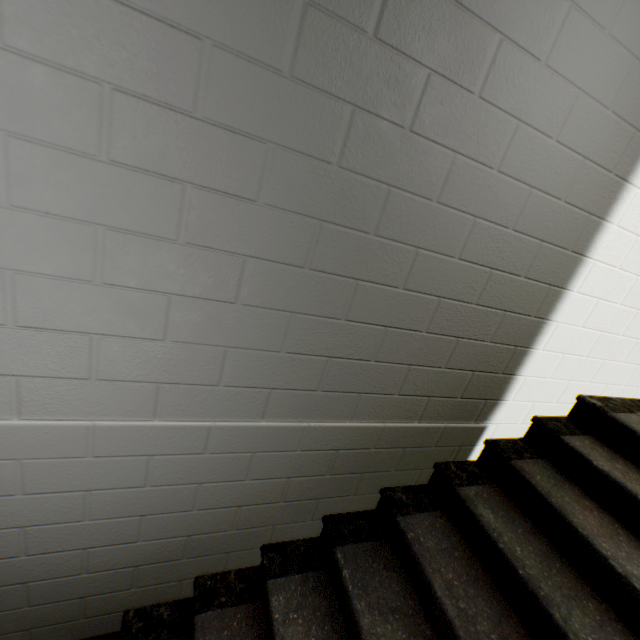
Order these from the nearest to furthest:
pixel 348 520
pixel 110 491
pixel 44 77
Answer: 1. pixel 44 77
2. pixel 110 491
3. pixel 348 520
